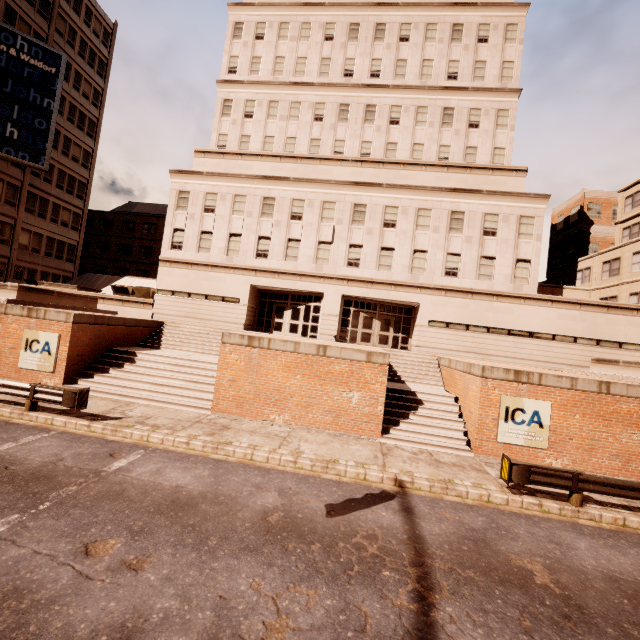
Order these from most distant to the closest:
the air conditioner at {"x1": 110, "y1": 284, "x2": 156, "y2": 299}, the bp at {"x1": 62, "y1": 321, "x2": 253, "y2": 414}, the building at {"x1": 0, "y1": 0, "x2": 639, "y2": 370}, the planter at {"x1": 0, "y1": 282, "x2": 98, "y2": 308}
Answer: the air conditioner at {"x1": 110, "y1": 284, "x2": 156, "y2": 299}, the building at {"x1": 0, "y1": 0, "x2": 639, "y2": 370}, the planter at {"x1": 0, "y1": 282, "x2": 98, "y2": 308}, the bp at {"x1": 62, "y1": 321, "x2": 253, "y2": 414}

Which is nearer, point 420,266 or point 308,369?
point 308,369

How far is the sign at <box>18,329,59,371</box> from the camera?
14.3 meters

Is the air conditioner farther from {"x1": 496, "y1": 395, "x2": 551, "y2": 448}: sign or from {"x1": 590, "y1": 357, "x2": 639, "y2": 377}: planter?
{"x1": 590, "y1": 357, "x2": 639, "y2": 377}: planter

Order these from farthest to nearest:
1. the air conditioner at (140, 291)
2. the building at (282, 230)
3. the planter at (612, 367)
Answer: the air conditioner at (140, 291) < the building at (282, 230) < the planter at (612, 367)

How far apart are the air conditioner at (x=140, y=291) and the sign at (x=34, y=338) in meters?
12.7

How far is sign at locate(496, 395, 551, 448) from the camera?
11.8m

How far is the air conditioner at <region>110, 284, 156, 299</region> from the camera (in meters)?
27.09
